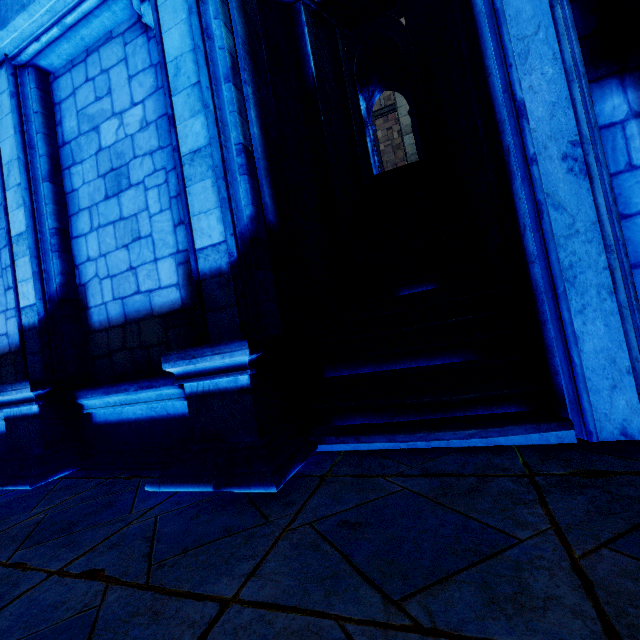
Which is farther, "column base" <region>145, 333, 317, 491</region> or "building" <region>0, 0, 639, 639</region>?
"column base" <region>145, 333, 317, 491</region>

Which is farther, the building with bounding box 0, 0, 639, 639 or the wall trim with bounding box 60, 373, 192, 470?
the wall trim with bounding box 60, 373, 192, 470

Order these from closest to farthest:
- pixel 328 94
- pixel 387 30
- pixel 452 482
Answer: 1. pixel 452 482
2. pixel 328 94
3. pixel 387 30

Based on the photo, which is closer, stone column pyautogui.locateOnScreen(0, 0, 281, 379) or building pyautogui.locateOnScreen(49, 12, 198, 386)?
stone column pyautogui.locateOnScreen(0, 0, 281, 379)

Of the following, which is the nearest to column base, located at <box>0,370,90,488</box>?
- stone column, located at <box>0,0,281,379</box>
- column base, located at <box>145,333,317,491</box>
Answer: stone column, located at <box>0,0,281,379</box>

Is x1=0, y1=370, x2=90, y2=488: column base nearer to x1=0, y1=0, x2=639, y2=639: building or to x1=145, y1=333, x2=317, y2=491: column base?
x1=0, y1=0, x2=639, y2=639: building

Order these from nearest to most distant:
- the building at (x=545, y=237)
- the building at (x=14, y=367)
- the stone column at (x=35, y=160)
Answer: the building at (x=545, y=237), the stone column at (x=35, y=160), the building at (x=14, y=367)

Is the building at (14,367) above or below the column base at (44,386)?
above
